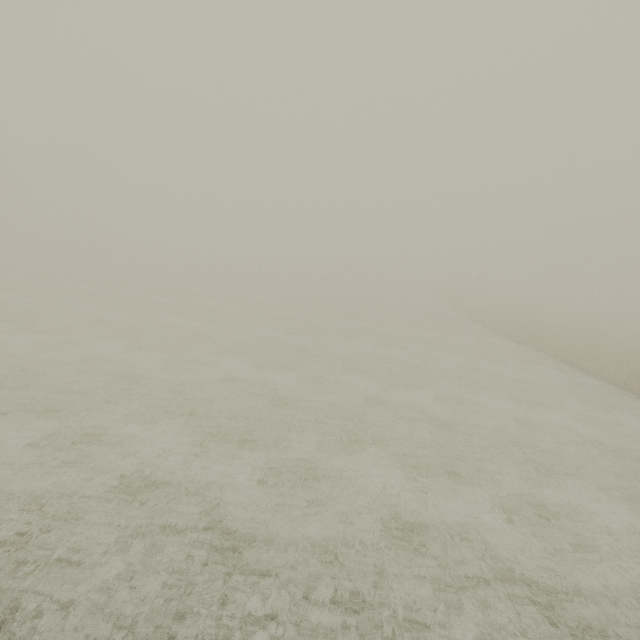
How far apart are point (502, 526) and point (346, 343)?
11.98m
